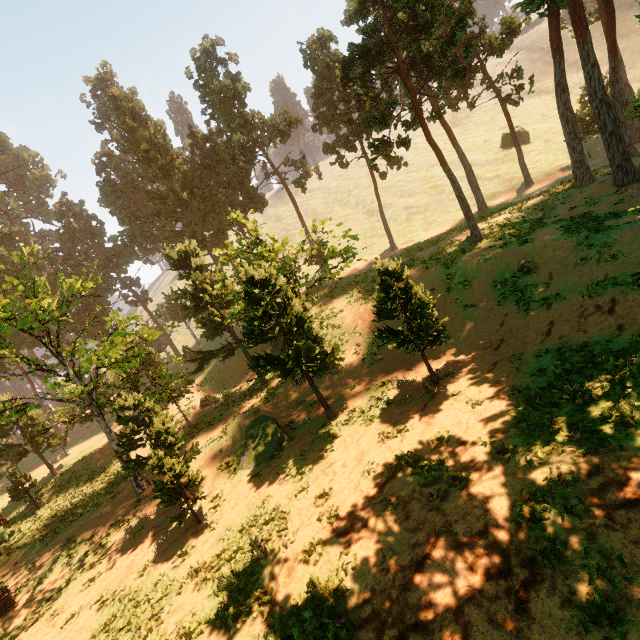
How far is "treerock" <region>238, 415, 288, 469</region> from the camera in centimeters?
1606cm

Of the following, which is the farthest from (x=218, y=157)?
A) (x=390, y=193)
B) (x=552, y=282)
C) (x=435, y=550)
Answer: (x=435, y=550)

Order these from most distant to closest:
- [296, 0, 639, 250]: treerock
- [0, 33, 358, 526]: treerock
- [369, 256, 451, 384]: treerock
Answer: [296, 0, 639, 250]: treerock, [0, 33, 358, 526]: treerock, [369, 256, 451, 384]: treerock

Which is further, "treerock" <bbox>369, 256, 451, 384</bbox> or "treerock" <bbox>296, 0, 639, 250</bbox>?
"treerock" <bbox>296, 0, 639, 250</bbox>

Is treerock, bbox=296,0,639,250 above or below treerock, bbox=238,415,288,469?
above

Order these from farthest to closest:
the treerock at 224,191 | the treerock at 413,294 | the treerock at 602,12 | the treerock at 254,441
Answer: the treerock at 602,12 → the treerock at 254,441 → the treerock at 224,191 → the treerock at 413,294

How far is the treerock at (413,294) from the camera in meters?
13.3
